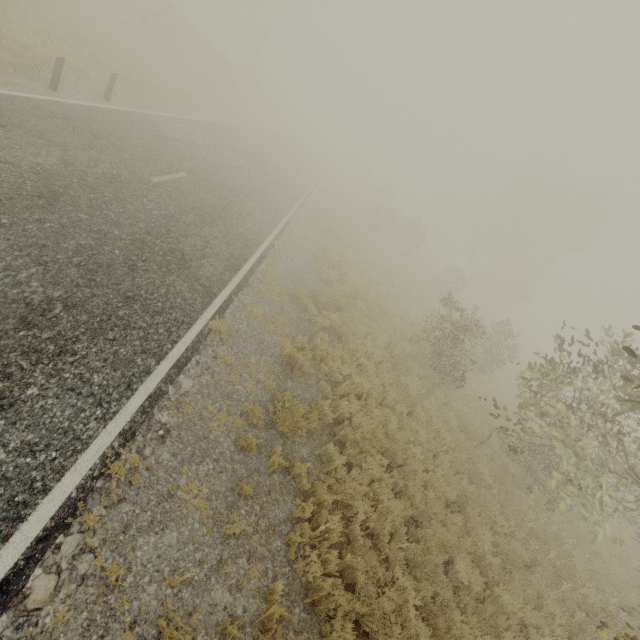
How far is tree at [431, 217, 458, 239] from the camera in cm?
5794

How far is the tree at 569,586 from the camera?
8.08m

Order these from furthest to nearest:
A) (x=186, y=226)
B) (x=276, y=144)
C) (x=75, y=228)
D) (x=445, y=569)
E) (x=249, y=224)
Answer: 1. (x=276, y=144)
2. (x=249, y=224)
3. (x=186, y=226)
4. (x=445, y=569)
5. (x=75, y=228)

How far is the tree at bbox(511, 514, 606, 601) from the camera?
8.1m

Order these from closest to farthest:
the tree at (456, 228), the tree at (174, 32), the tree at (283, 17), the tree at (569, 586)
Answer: the tree at (569, 586) < the tree at (174, 32) < the tree at (283, 17) < the tree at (456, 228)

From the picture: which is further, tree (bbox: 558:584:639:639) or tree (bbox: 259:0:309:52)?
tree (bbox: 259:0:309:52)
